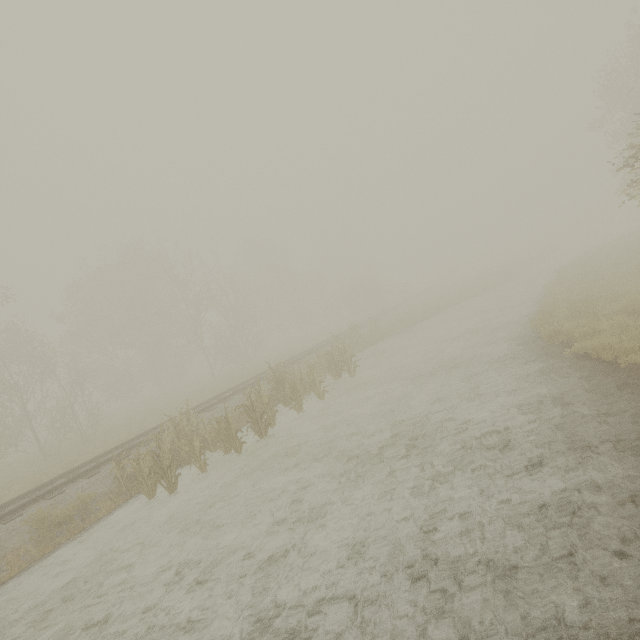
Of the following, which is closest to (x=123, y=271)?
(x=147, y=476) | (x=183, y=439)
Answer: (x=183, y=439)

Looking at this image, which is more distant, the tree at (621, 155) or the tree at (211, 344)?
the tree at (211, 344)

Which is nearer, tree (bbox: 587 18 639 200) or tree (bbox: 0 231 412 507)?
tree (bbox: 587 18 639 200)
